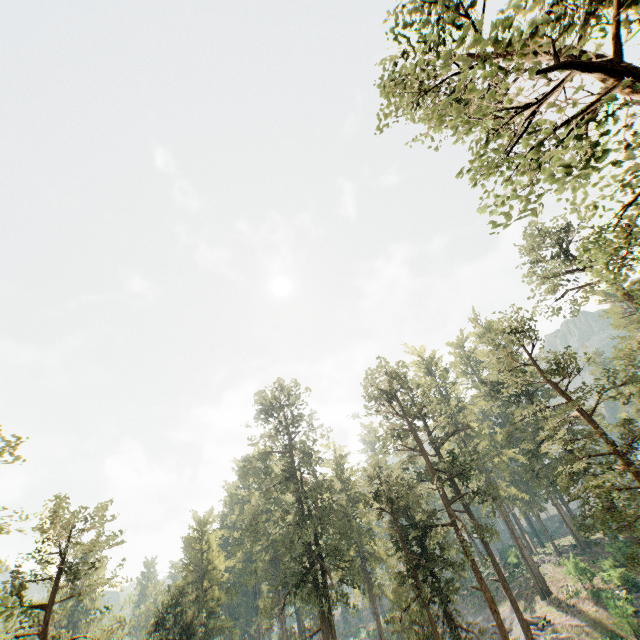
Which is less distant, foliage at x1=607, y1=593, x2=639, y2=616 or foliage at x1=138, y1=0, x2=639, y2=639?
foliage at x1=138, y1=0, x2=639, y2=639

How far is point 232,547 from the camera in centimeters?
4556cm

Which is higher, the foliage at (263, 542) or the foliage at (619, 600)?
the foliage at (263, 542)

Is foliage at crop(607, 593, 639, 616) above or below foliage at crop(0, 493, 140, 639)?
below

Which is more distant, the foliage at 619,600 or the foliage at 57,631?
the foliage at 619,600

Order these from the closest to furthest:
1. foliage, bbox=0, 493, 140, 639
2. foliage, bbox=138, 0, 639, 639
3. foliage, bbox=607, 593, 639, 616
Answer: foliage, bbox=138, 0, 639, 639 → foliage, bbox=0, 493, 140, 639 → foliage, bbox=607, 593, 639, 616
